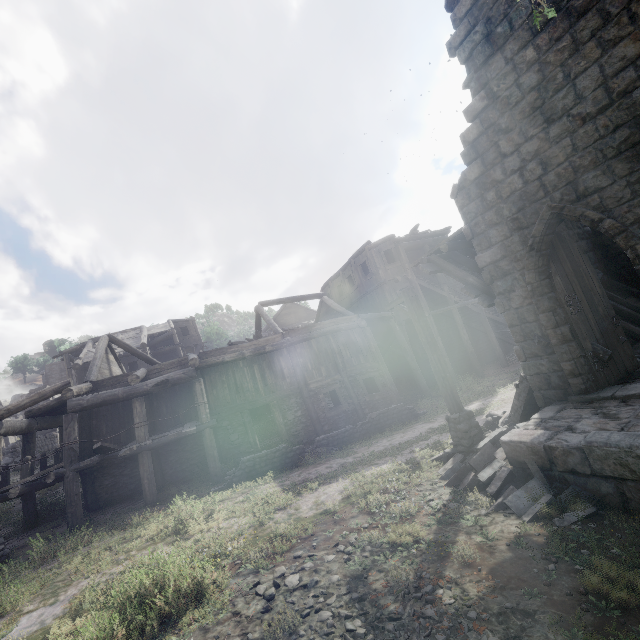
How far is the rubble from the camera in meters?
5.1

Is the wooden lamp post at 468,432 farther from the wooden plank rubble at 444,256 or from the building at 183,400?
the building at 183,400

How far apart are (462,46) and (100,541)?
15.6 meters

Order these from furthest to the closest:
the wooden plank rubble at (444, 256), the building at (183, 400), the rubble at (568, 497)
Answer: the wooden plank rubble at (444, 256) < the building at (183, 400) < the rubble at (568, 497)

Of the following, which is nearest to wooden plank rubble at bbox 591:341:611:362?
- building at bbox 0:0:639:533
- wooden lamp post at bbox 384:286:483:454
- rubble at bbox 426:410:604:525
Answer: building at bbox 0:0:639:533

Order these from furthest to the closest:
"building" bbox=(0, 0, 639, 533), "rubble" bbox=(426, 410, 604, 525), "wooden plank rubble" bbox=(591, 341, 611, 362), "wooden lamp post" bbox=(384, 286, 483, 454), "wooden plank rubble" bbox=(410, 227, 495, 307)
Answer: "wooden plank rubble" bbox=(410, 227, 495, 307)
"wooden lamp post" bbox=(384, 286, 483, 454)
"wooden plank rubble" bbox=(591, 341, 611, 362)
"building" bbox=(0, 0, 639, 533)
"rubble" bbox=(426, 410, 604, 525)

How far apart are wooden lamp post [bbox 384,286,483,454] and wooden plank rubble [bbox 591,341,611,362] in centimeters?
291cm

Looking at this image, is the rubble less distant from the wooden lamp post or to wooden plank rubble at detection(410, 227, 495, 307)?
the wooden lamp post
